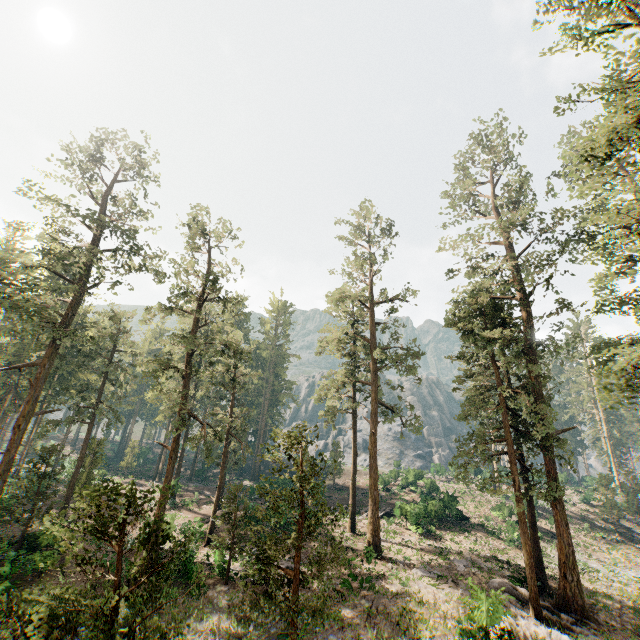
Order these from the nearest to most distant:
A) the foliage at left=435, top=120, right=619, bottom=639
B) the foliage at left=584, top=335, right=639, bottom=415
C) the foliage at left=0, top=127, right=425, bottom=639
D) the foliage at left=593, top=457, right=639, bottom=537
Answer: the foliage at left=0, top=127, right=425, bottom=639
the foliage at left=584, top=335, right=639, bottom=415
the foliage at left=435, top=120, right=619, bottom=639
the foliage at left=593, top=457, right=639, bottom=537

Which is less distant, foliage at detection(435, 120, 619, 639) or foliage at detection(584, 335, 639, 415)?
foliage at detection(584, 335, 639, 415)

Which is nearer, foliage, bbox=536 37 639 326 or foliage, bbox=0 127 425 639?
foliage, bbox=0 127 425 639

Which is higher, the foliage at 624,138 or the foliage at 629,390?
the foliage at 624,138

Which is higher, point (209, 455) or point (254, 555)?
point (209, 455)

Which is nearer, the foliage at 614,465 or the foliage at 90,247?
the foliage at 90,247
